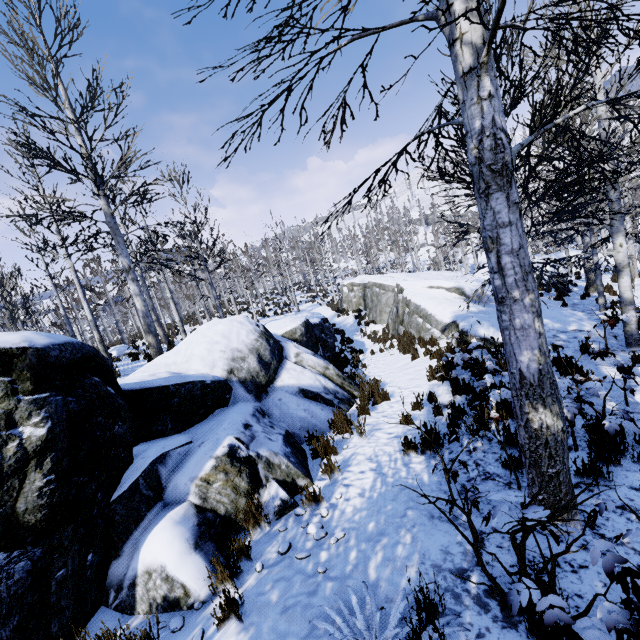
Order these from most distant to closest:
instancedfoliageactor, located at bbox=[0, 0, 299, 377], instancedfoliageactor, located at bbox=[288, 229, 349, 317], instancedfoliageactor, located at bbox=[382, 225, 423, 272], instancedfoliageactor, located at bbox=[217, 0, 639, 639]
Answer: instancedfoliageactor, located at bbox=[382, 225, 423, 272] < instancedfoliageactor, located at bbox=[288, 229, 349, 317] < instancedfoliageactor, located at bbox=[0, 0, 299, 377] < instancedfoliageactor, located at bbox=[217, 0, 639, 639]

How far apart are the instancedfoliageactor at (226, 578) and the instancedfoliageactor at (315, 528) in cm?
77

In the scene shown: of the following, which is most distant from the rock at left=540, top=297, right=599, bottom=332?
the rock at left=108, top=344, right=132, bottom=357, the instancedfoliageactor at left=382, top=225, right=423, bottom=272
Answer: the rock at left=108, top=344, right=132, bottom=357

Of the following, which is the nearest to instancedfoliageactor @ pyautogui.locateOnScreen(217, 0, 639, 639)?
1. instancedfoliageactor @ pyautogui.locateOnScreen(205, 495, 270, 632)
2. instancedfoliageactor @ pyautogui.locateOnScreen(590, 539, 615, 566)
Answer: instancedfoliageactor @ pyautogui.locateOnScreen(590, 539, 615, 566)

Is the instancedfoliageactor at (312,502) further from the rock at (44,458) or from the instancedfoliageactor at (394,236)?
the instancedfoliageactor at (394,236)

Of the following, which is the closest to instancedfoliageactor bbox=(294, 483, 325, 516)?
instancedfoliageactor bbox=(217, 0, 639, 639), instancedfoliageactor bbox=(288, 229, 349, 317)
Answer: instancedfoliageactor bbox=(217, 0, 639, 639)

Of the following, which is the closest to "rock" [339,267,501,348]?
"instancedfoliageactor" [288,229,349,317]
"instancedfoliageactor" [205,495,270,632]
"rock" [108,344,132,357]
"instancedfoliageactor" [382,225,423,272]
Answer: "instancedfoliageactor" [205,495,270,632]

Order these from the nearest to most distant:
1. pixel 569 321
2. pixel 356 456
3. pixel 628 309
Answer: pixel 356 456 < pixel 628 309 < pixel 569 321
